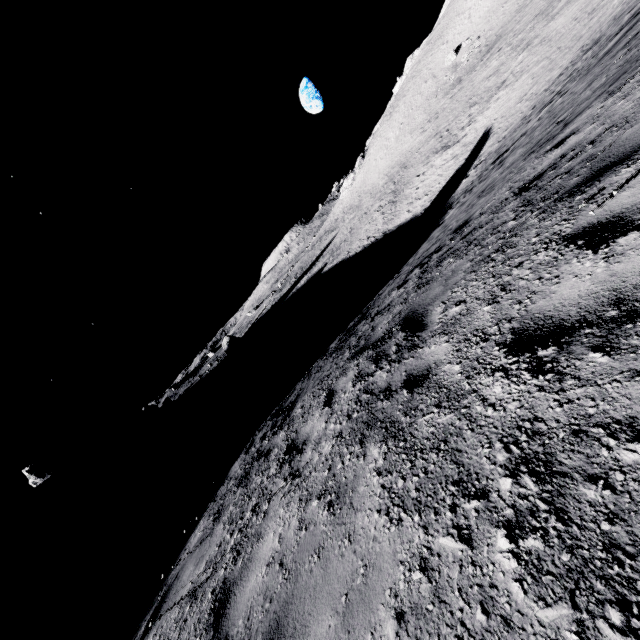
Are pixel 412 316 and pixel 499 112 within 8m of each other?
no

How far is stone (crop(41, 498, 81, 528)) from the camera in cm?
4430

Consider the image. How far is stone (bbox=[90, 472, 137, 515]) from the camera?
41.69m

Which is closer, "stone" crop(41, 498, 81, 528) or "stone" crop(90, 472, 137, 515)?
"stone" crop(90, 472, 137, 515)

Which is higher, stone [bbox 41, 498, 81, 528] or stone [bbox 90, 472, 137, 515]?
stone [bbox 41, 498, 81, 528]

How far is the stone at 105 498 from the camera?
41.69m

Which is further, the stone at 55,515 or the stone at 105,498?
the stone at 55,515
